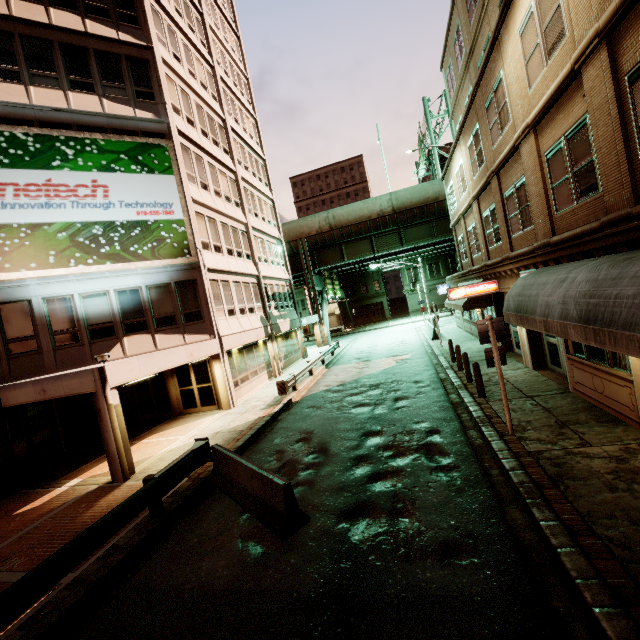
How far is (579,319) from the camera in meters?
6.0

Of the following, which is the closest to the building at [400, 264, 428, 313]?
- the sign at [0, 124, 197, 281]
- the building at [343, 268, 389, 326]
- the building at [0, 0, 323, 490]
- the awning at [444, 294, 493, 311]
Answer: the building at [343, 268, 389, 326]

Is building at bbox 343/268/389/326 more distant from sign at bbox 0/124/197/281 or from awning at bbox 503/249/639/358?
awning at bbox 503/249/639/358

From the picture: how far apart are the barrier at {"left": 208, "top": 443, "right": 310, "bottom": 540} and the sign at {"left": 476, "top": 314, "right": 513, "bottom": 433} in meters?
5.4 m

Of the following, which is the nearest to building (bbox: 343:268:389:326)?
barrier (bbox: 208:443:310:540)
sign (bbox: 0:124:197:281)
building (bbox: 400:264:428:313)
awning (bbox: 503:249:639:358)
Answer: building (bbox: 400:264:428:313)

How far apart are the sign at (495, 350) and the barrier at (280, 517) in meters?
5.4

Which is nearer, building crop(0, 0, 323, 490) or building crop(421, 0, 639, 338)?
building crop(421, 0, 639, 338)

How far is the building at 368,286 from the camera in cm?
5678
